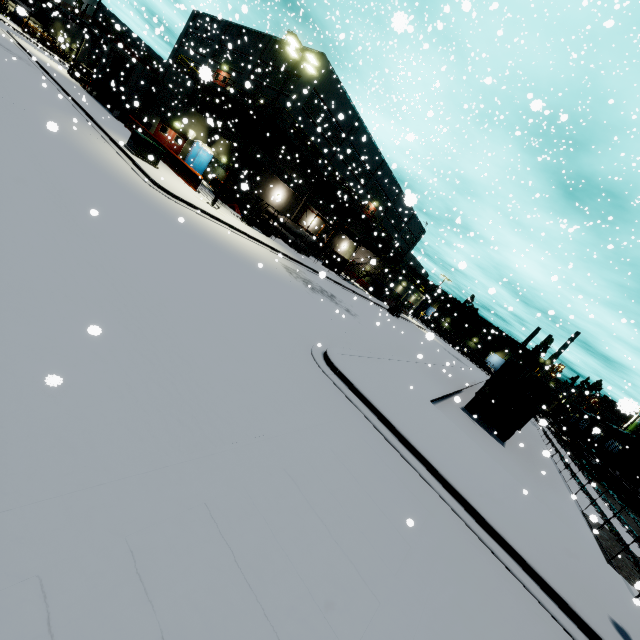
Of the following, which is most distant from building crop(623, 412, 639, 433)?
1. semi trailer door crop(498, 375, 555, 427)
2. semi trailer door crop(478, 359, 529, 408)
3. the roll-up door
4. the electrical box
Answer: the electrical box

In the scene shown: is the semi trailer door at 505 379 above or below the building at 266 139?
below

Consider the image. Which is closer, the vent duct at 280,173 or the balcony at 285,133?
the balcony at 285,133

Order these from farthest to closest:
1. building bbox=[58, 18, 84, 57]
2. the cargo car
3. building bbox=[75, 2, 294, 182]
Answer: building bbox=[75, 2, 294, 182] → the cargo car → building bbox=[58, 18, 84, 57]

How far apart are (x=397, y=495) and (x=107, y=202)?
10.6m

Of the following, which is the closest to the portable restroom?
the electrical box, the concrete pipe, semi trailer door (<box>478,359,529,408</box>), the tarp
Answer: the concrete pipe

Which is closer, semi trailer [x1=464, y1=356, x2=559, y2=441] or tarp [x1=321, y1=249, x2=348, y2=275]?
semi trailer [x1=464, y1=356, x2=559, y2=441]

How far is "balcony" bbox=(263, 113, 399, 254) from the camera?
26.47m
